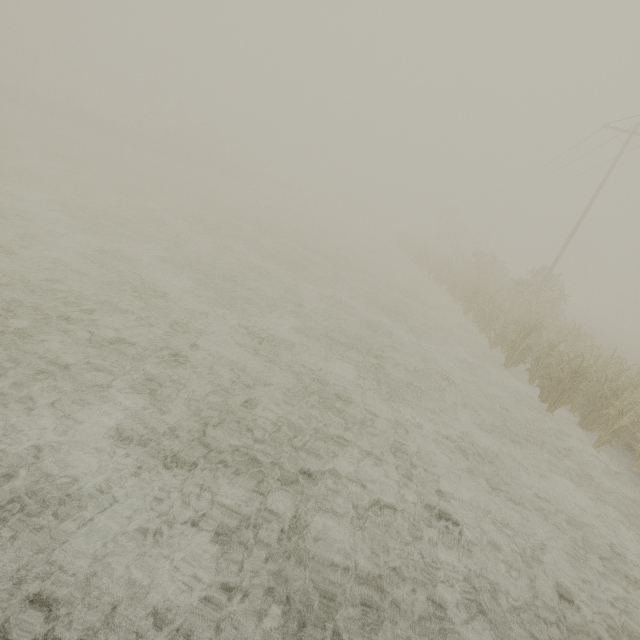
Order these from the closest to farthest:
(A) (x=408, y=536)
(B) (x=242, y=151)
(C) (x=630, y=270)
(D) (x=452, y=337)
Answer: (A) (x=408, y=536) → (D) (x=452, y=337) → (C) (x=630, y=270) → (B) (x=242, y=151)
